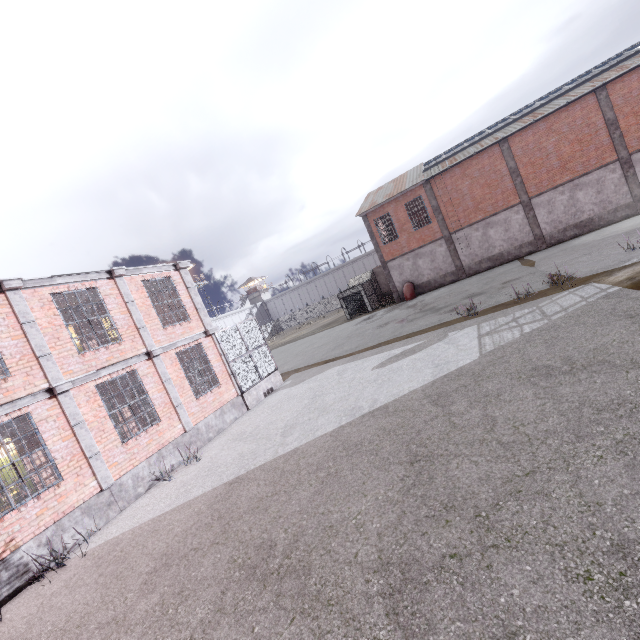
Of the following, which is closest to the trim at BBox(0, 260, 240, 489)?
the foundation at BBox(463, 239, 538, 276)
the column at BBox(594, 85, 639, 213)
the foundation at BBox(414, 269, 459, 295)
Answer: the foundation at BBox(414, 269, 459, 295)

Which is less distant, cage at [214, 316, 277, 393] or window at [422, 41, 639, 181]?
cage at [214, 316, 277, 393]

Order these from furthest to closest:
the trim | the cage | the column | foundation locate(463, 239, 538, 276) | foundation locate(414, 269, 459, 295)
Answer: foundation locate(414, 269, 459, 295), foundation locate(463, 239, 538, 276), the column, the cage, the trim

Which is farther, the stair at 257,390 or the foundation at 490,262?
the foundation at 490,262

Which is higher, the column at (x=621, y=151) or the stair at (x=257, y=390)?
the column at (x=621, y=151)

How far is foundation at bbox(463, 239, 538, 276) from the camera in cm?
2522

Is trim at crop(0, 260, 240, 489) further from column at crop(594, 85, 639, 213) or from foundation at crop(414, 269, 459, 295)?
column at crop(594, 85, 639, 213)

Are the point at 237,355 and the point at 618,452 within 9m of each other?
no
